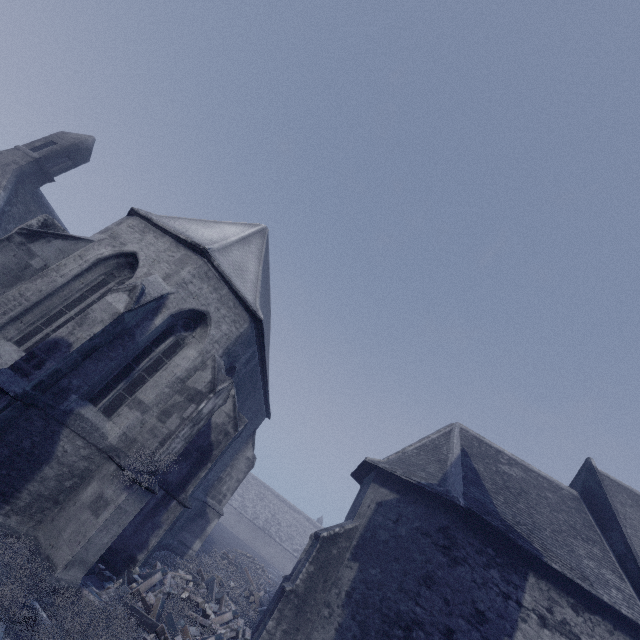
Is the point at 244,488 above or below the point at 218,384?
above
